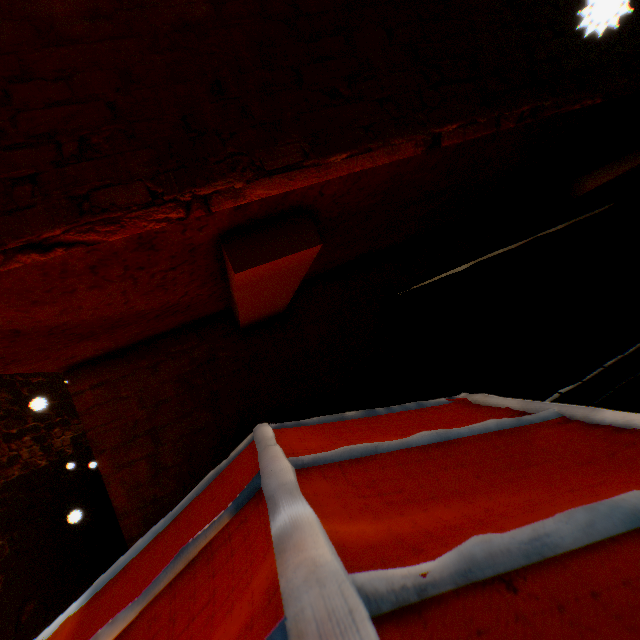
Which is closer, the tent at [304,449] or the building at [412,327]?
the building at [412,327]

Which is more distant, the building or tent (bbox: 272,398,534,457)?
tent (bbox: 272,398,534,457)

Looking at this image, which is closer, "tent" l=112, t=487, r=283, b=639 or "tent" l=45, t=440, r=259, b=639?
"tent" l=112, t=487, r=283, b=639

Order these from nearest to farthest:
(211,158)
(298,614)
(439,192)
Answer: (298,614) → (211,158) → (439,192)

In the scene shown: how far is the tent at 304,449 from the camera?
1.5m
